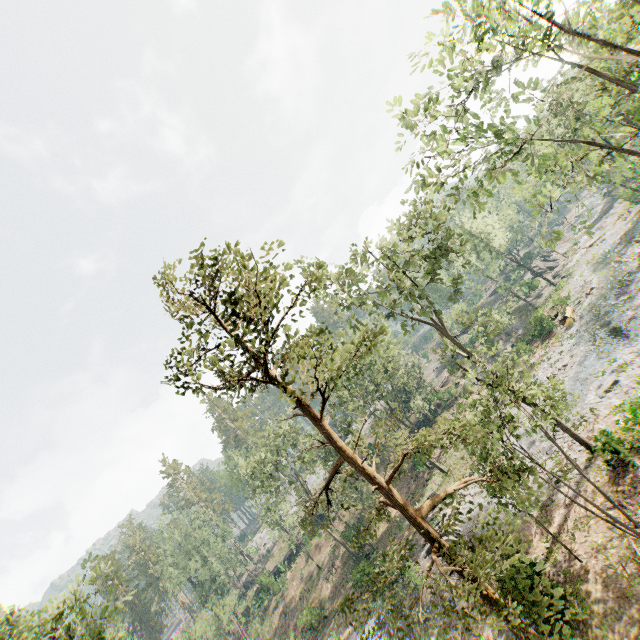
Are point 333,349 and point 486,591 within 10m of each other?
yes

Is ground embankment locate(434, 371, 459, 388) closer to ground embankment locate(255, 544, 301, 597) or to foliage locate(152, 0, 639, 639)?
foliage locate(152, 0, 639, 639)

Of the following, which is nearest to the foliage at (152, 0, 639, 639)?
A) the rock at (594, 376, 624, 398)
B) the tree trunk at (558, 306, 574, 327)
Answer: the tree trunk at (558, 306, 574, 327)

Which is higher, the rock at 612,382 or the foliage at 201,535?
the foliage at 201,535

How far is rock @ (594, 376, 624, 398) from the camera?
21.1 meters

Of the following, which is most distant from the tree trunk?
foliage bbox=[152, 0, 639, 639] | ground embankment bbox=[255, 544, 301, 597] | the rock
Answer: ground embankment bbox=[255, 544, 301, 597]

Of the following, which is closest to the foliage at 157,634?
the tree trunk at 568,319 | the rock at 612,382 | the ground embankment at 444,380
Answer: the ground embankment at 444,380

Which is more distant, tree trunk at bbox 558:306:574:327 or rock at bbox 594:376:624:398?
tree trunk at bbox 558:306:574:327
